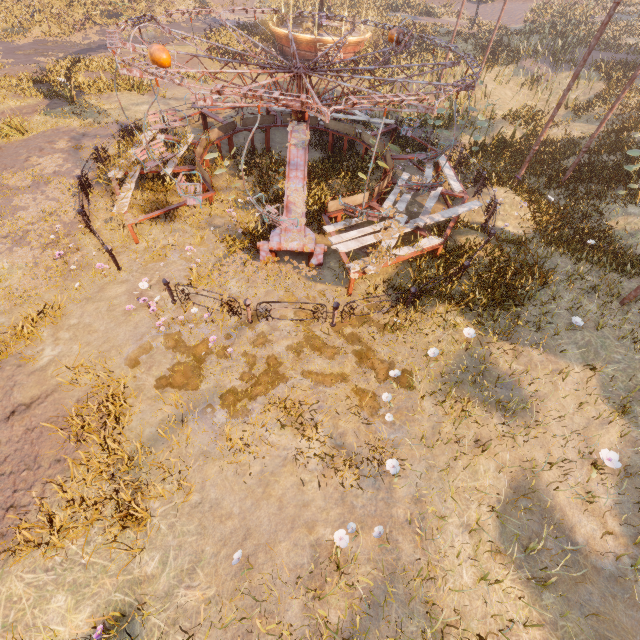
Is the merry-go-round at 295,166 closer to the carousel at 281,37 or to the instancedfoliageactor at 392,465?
the instancedfoliageactor at 392,465

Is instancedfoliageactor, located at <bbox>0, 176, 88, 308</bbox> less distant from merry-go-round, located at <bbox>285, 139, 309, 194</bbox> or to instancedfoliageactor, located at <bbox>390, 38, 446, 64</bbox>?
merry-go-round, located at <bbox>285, 139, 309, 194</bbox>

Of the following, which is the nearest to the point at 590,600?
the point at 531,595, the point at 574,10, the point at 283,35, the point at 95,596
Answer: the point at 531,595

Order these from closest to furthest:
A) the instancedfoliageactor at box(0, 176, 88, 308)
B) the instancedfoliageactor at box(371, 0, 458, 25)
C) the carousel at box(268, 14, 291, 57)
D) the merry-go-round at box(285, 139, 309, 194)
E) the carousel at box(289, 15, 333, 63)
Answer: the instancedfoliageactor at box(0, 176, 88, 308) < the merry-go-round at box(285, 139, 309, 194) < the carousel at box(289, 15, 333, 63) < the carousel at box(268, 14, 291, 57) < the instancedfoliageactor at box(371, 0, 458, 25)

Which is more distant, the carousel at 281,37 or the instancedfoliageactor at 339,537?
the carousel at 281,37

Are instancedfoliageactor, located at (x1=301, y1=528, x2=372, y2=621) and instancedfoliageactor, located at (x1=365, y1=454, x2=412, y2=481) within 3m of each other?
yes

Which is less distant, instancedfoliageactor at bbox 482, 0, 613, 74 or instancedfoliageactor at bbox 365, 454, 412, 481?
instancedfoliageactor at bbox 365, 454, 412, 481

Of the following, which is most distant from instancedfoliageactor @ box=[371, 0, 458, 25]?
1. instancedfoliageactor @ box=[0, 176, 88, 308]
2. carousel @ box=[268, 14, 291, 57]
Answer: instancedfoliageactor @ box=[0, 176, 88, 308]
